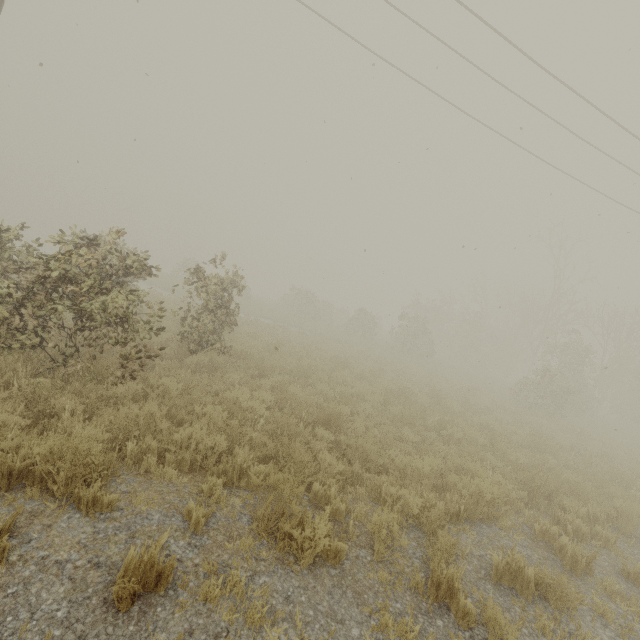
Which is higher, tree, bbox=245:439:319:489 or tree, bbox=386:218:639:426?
tree, bbox=386:218:639:426

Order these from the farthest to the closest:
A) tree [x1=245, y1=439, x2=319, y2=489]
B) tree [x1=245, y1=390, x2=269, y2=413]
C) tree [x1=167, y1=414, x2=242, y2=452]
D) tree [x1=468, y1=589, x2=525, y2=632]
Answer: tree [x1=245, y1=390, x2=269, y2=413] → tree [x1=167, y1=414, x2=242, y2=452] → tree [x1=245, y1=439, x2=319, y2=489] → tree [x1=468, y1=589, x2=525, y2=632]

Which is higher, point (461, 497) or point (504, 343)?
point (504, 343)

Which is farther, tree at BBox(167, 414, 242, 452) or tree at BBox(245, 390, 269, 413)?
tree at BBox(245, 390, 269, 413)

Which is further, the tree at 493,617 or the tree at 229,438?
the tree at 229,438

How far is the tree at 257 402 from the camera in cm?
668

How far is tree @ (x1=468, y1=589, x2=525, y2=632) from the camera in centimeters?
313cm
